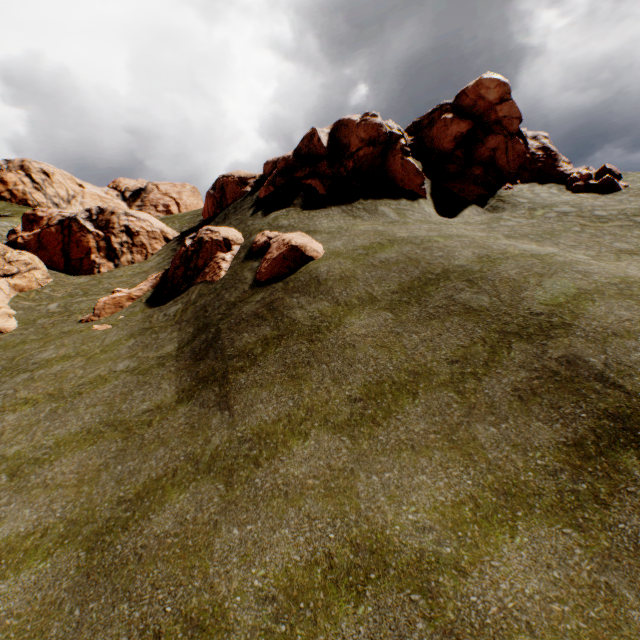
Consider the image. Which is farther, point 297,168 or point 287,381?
point 297,168

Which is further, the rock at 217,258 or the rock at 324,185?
the rock at 324,185

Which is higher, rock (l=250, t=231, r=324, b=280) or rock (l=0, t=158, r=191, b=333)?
rock (l=0, t=158, r=191, b=333)

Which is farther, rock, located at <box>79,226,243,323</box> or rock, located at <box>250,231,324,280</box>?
rock, located at <box>79,226,243,323</box>

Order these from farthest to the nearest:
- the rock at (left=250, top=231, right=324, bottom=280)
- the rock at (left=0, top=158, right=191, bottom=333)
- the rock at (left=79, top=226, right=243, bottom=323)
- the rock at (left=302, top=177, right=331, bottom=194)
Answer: the rock at (left=0, top=158, right=191, bottom=333), the rock at (left=302, top=177, right=331, bottom=194), the rock at (left=79, top=226, right=243, bottom=323), the rock at (left=250, top=231, right=324, bottom=280)

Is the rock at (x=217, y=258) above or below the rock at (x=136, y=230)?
below

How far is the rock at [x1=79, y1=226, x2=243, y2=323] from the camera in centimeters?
1745cm
